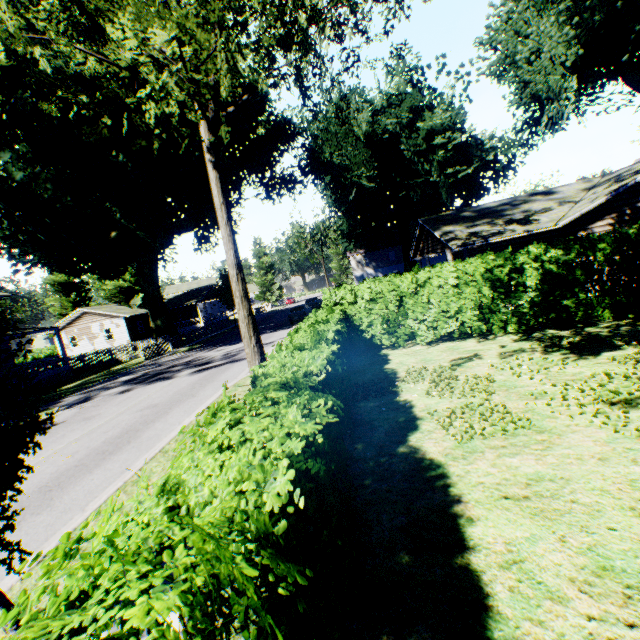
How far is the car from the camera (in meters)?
29.81

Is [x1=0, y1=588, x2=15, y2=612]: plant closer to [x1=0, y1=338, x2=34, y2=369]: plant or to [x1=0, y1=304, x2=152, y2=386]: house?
[x1=0, y1=338, x2=34, y2=369]: plant

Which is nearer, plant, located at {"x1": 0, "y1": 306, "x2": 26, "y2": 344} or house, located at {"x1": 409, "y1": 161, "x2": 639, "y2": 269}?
plant, located at {"x1": 0, "y1": 306, "x2": 26, "y2": 344}

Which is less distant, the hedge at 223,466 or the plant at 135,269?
the hedge at 223,466

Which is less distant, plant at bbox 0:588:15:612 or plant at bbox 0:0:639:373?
plant at bbox 0:588:15:612

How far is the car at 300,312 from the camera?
29.8m

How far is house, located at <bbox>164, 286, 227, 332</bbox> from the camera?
50.2m

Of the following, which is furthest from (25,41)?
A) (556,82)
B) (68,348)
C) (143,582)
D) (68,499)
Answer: (68,348)
